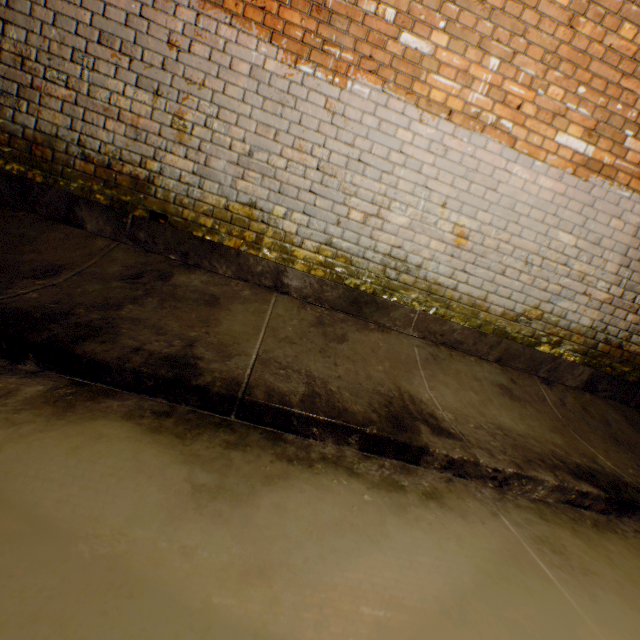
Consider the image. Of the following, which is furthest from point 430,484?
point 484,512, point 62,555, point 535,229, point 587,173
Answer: point 587,173
